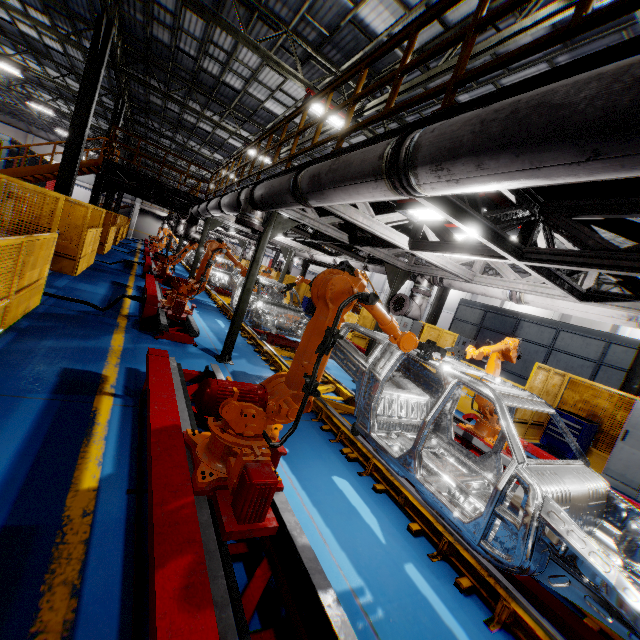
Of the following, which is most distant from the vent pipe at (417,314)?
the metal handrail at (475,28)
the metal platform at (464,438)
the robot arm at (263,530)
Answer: the robot arm at (263,530)

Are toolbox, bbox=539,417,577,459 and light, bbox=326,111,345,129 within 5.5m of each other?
no

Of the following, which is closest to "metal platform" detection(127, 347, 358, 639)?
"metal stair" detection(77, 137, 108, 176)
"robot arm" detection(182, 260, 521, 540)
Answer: "robot arm" detection(182, 260, 521, 540)

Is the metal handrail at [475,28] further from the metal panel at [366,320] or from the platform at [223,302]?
the platform at [223,302]

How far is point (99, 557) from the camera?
2.2 meters

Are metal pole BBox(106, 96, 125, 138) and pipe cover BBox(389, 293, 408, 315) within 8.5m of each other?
no

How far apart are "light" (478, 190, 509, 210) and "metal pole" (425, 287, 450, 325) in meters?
10.6 m

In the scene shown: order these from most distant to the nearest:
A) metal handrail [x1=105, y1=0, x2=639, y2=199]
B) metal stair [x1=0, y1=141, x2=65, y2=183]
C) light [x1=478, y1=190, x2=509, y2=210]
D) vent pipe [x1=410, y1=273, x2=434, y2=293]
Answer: metal stair [x1=0, y1=141, x2=65, y2=183]
vent pipe [x1=410, y1=273, x2=434, y2=293]
light [x1=478, y1=190, x2=509, y2=210]
metal handrail [x1=105, y1=0, x2=639, y2=199]
